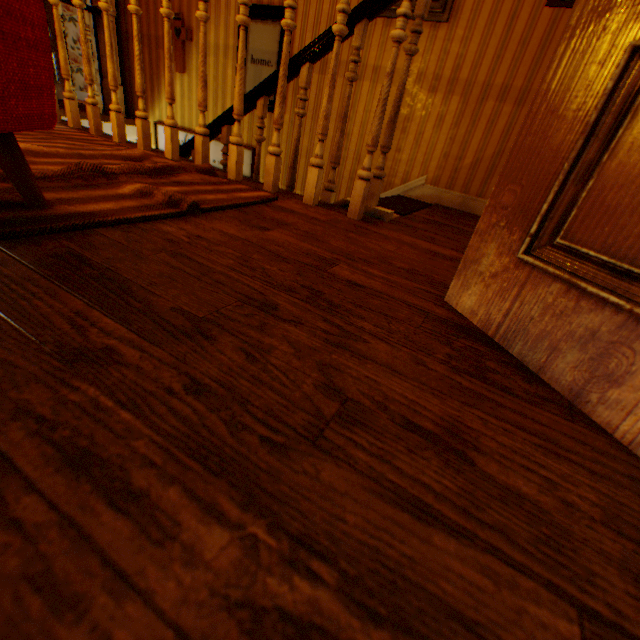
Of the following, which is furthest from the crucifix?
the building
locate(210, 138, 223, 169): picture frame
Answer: locate(210, 138, 223, 169): picture frame

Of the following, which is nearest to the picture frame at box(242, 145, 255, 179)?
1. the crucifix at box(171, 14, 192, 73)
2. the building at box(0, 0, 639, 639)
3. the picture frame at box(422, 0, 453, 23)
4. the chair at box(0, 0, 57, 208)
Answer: the building at box(0, 0, 639, 639)

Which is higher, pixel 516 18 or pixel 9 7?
pixel 516 18

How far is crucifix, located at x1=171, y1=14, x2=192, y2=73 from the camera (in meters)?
4.21

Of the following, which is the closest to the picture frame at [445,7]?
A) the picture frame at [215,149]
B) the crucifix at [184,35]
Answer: the picture frame at [215,149]

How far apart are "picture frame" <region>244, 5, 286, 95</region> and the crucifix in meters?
0.8 m

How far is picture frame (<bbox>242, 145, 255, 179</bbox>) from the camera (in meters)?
4.38

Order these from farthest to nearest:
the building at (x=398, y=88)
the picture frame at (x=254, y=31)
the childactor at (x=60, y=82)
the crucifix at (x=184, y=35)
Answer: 1. the childactor at (x=60, y=82)
2. the crucifix at (x=184, y=35)
3. the picture frame at (x=254, y=31)
4. the building at (x=398, y=88)
